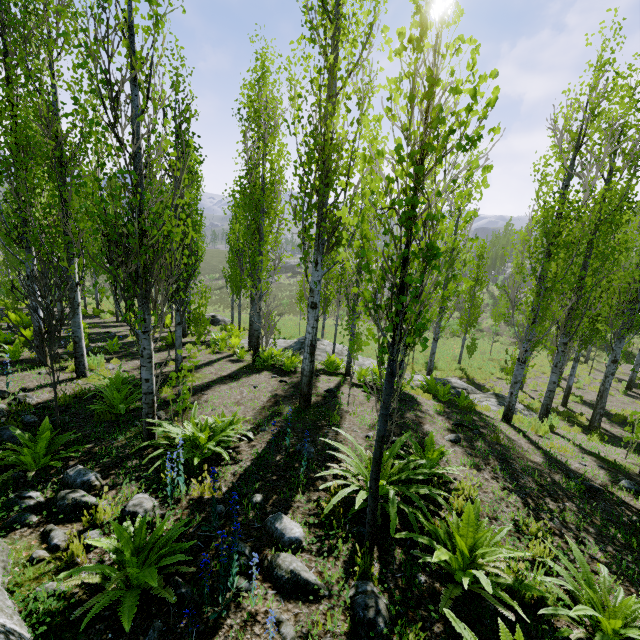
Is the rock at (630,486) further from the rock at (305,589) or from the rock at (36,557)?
the rock at (36,557)

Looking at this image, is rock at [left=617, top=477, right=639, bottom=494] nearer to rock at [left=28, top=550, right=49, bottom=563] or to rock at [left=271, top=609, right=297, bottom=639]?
rock at [left=271, top=609, right=297, bottom=639]

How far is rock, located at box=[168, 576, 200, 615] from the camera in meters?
2.7

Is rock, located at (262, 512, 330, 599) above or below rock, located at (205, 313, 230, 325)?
above

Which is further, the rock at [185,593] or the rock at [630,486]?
the rock at [630,486]

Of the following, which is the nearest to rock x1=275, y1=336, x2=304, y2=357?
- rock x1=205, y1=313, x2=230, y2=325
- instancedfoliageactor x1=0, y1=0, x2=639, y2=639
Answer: instancedfoliageactor x1=0, y1=0, x2=639, y2=639

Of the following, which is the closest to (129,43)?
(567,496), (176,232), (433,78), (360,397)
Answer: (176,232)

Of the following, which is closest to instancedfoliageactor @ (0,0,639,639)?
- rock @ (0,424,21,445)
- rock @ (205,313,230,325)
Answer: rock @ (0,424,21,445)
